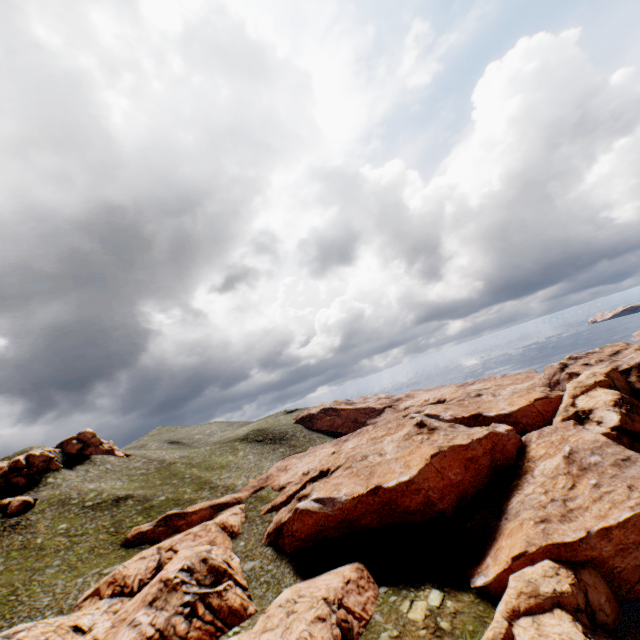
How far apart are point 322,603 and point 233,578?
11.3m

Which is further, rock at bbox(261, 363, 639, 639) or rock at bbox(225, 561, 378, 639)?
rock at bbox(225, 561, 378, 639)

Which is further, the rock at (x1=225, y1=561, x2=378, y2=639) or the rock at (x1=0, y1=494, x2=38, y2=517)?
the rock at (x1=0, y1=494, x2=38, y2=517)

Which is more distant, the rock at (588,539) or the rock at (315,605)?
the rock at (315,605)

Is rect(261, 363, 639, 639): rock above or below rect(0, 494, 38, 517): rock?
below

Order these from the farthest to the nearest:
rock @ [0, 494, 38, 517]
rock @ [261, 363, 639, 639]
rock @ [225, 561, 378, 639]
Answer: rock @ [0, 494, 38, 517] → rock @ [225, 561, 378, 639] → rock @ [261, 363, 639, 639]

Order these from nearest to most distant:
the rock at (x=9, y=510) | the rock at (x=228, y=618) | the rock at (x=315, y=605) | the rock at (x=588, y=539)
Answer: the rock at (x=588, y=539) < the rock at (x=315, y=605) < the rock at (x=228, y=618) < the rock at (x=9, y=510)
